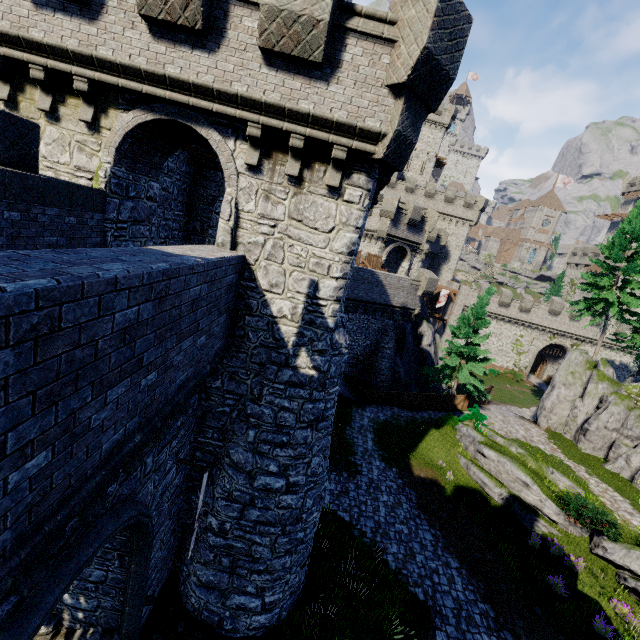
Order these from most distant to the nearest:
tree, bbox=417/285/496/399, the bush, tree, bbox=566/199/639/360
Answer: tree, bbox=417/285/496/399 → tree, bbox=566/199/639/360 → the bush

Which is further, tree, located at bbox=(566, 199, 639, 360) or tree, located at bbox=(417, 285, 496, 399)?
tree, located at bbox=(417, 285, 496, 399)

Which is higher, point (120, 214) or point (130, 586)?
point (120, 214)

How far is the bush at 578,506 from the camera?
14.4 meters

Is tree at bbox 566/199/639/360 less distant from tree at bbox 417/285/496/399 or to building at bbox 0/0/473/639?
tree at bbox 417/285/496/399

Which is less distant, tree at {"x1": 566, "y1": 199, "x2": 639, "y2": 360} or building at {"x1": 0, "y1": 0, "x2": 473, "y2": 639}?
building at {"x1": 0, "y1": 0, "x2": 473, "y2": 639}

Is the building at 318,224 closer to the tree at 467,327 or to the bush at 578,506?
the bush at 578,506
